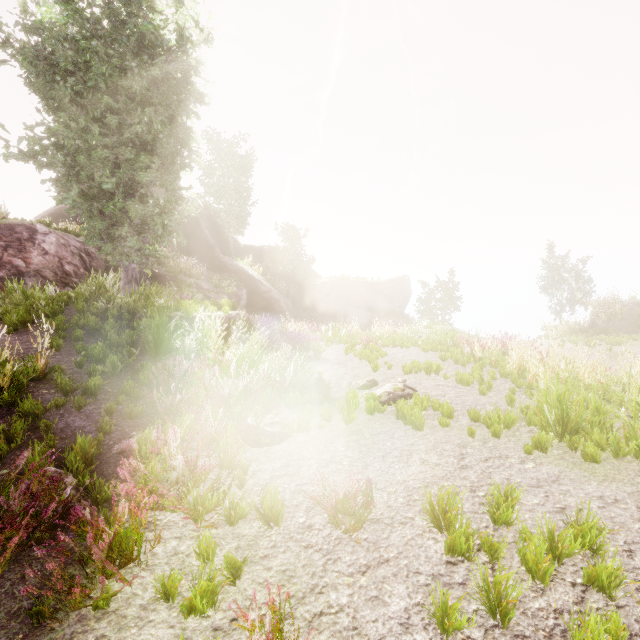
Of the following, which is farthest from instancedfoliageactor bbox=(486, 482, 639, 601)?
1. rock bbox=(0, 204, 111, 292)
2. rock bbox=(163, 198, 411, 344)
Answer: rock bbox=(163, 198, 411, 344)

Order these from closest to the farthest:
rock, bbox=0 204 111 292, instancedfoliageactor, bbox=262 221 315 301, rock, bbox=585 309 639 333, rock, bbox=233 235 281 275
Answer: rock, bbox=0 204 111 292
rock, bbox=585 309 639 333
instancedfoliageactor, bbox=262 221 315 301
rock, bbox=233 235 281 275

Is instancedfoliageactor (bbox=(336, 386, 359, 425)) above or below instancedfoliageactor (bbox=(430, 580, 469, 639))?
above

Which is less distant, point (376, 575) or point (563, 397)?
point (376, 575)

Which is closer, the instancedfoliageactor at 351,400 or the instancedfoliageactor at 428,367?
the instancedfoliageactor at 351,400

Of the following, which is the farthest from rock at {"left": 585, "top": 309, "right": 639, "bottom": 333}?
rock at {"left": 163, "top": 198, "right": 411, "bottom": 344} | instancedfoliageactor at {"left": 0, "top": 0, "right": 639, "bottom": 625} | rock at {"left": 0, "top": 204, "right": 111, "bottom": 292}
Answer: rock at {"left": 0, "top": 204, "right": 111, "bottom": 292}

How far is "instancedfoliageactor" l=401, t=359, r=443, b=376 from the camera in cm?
923

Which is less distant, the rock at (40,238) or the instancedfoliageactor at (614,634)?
the instancedfoliageactor at (614,634)
